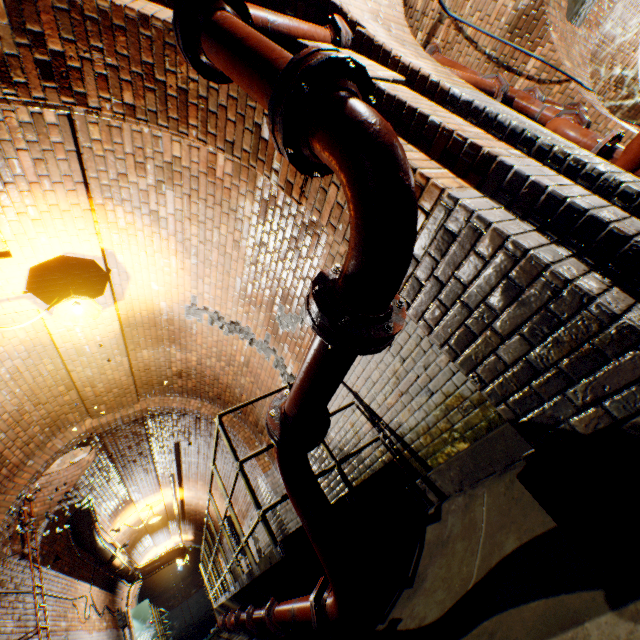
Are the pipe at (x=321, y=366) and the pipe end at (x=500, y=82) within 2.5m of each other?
no

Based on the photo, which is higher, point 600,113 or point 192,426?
point 192,426

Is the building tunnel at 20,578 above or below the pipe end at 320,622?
above

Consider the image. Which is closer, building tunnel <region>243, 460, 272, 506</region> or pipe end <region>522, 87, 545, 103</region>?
pipe end <region>522, 87, 545, 103</region>

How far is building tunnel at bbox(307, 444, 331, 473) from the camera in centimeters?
461cm

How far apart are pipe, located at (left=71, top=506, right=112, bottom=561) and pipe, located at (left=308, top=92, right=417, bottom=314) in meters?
10.1
